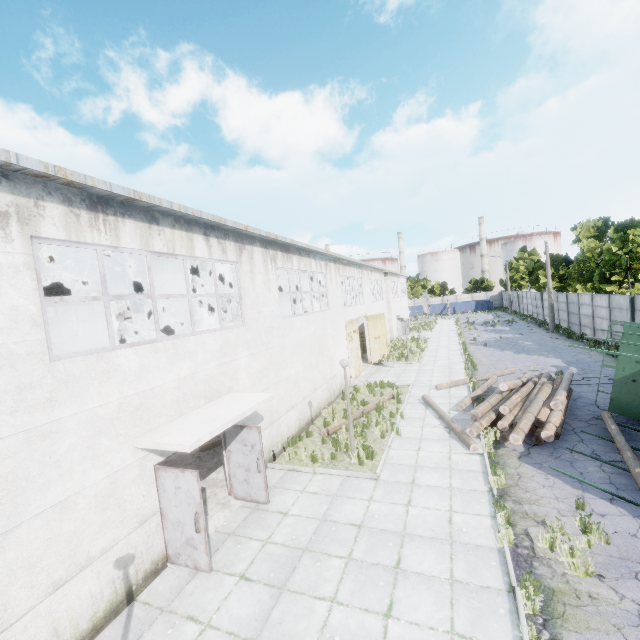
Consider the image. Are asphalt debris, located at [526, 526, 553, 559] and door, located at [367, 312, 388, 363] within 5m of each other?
no

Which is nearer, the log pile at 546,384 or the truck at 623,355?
the truck at 623,355

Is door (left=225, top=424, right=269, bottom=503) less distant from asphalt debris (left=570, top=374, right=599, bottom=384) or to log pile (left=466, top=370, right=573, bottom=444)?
log pile (left=466, top=370, right=573, bottom=444)

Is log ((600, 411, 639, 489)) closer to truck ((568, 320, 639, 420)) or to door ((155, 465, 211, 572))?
Answer: truck ((568, 320, 639, 420))

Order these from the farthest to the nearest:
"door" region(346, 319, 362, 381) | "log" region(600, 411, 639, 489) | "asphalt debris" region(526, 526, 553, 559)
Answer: "door" region(346, 319, 362, 381), "log" region(600, 411, 639, 489), "asphalt debris" region(526, 526, 553, 559)

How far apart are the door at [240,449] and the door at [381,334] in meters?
17.5

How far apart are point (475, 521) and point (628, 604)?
2.62m

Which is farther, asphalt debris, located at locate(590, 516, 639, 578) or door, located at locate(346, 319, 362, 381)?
door, located at locate(346, 319, 362, 381)
